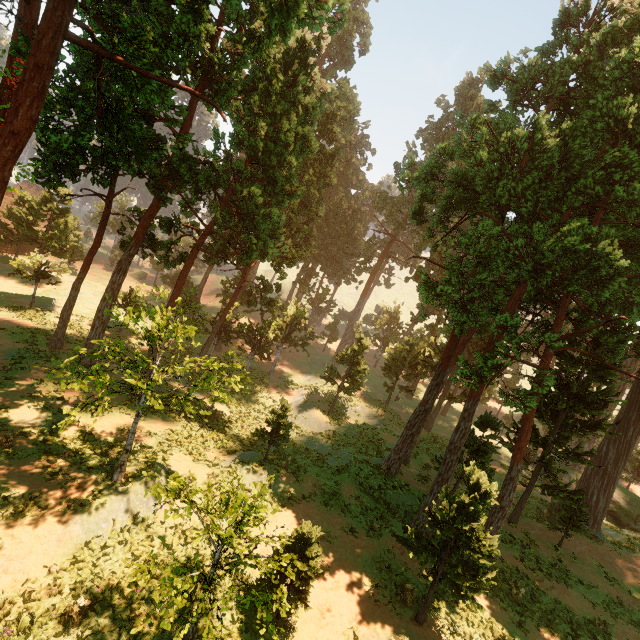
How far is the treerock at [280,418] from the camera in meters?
16.6

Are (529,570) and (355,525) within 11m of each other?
yes

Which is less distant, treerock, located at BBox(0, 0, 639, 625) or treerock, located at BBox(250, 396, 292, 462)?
treerock, located at BBox(0, 0, 639, 625)

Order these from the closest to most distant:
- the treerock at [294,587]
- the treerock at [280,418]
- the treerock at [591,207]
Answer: the treerock at [294,587]
the treerock at [591,207]
the treerock at [280,418]

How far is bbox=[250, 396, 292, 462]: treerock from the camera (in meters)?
16.61

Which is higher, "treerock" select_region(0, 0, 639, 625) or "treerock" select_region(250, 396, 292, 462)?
"treerock" select_region(0, 0, 639, 625)
